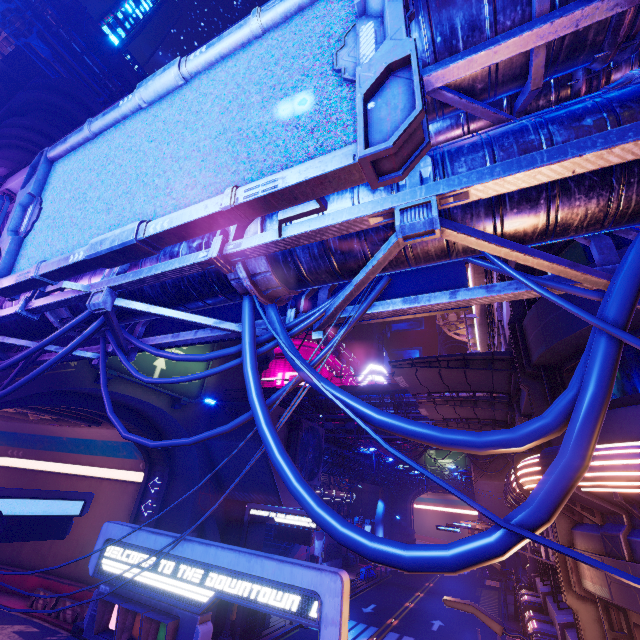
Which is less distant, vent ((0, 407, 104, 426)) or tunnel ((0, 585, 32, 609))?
vent ((0, 407, 104, 426))

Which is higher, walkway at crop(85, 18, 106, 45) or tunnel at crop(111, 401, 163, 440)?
walkway at crop(85, 18, 106, 45)

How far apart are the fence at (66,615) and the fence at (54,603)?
0.2 meters

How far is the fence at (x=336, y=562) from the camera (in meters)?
39.78

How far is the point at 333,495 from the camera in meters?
55.1

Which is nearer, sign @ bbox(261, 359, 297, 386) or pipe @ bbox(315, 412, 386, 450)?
pipe @ bbox(315, 412, 386, 450)

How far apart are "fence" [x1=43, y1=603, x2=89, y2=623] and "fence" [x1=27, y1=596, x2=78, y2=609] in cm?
22

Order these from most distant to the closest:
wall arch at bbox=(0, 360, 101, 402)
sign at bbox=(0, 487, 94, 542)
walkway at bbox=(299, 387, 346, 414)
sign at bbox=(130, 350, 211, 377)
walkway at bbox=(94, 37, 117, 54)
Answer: walkway at bbox=(299, 387, 346, 414) → walkway at bbox=(94, 37, 117, 54) → sign at bbox=(130, 350, 211, 377) → wall arch at bbox=(0, 360, 101, 402) → sign at bbox=(0, 487, 94, 542)
